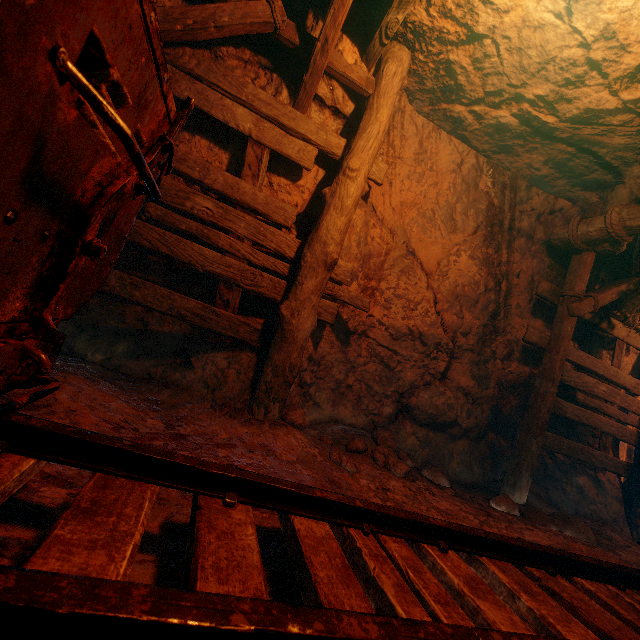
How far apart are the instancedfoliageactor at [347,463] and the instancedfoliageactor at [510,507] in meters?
1.7

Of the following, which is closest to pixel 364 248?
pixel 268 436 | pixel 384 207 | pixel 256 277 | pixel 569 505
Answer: pixel 384 207

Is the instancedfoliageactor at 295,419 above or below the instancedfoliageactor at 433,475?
above

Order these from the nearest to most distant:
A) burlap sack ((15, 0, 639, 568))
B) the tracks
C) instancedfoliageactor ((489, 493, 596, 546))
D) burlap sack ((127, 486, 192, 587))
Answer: the tracks < burlap sack ((127, 486, 192, 587)) < burlap sack ((15, 0, 639, 568)) < instancedfoliageactor ((489, 493, 596, 546))

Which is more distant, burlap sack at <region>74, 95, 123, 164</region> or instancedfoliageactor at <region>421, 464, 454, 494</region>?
instancedfoliageactor at <region>421, 464, 454, 494</region>

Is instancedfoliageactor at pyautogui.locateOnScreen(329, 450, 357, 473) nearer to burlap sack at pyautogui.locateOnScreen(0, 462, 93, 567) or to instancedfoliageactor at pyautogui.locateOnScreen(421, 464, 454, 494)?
burlap sack at pyautogui.locateOnScreen(0, 462, 93, 567)

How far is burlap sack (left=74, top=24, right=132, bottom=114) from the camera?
0.70m
